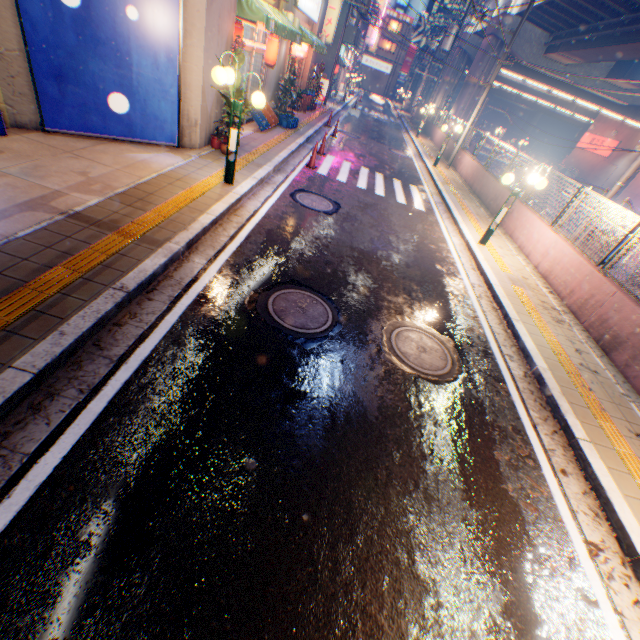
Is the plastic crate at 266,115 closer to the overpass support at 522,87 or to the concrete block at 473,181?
the concrete block at 473,181

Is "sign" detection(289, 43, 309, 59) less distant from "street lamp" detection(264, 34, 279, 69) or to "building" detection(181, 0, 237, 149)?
"building" detection(181, 0, 237, 149)

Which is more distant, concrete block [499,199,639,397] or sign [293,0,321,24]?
sign [293,0,321,24]

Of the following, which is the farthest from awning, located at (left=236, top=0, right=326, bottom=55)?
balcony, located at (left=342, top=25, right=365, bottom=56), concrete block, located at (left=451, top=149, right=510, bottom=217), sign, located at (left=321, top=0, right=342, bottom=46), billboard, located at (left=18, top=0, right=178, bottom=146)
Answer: balcony, located at (left=342, top=25, right=365, bottom=56)

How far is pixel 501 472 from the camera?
3.8m

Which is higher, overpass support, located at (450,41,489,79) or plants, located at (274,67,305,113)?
overpass support, located at (450,41,489,79)

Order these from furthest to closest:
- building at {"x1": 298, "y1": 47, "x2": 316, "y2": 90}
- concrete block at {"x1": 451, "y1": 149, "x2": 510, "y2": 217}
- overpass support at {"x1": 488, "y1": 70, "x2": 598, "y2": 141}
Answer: overpass support at {"x1": 488, "y1": 70, "x2": 598, "y2": 141}
building at {"x1": 298, "y1": 47, "x2": 316, "y2": 90}
concrete block at {"x1": 451, "y1": 149, "x2": 510, "y2": 217}

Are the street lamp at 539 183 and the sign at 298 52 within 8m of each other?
no
